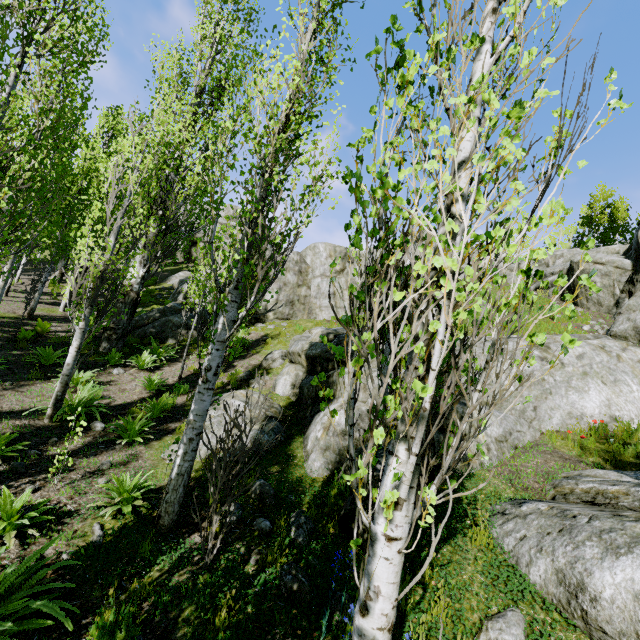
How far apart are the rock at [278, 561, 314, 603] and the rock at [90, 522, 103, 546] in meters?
2.5 m

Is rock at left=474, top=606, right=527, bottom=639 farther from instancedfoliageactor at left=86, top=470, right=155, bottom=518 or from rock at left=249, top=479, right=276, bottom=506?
rock at left=249, top=479, right=276, bottom=506

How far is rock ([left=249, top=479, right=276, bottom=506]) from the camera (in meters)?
5.37

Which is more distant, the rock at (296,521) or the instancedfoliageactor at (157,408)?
the instancedfoliageactor at (157,408)

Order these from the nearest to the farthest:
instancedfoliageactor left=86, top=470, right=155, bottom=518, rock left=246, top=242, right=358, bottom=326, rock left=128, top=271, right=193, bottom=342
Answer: instancedfoliageactor left=86, top=470, right=155, bottom=518 < rock left=128, top=271, right=193, bottom=342 < rock left=246, top=242, right=358, bottom=326

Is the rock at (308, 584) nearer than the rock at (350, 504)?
Yes

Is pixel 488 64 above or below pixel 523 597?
above

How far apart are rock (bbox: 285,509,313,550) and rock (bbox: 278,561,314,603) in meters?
0.3
